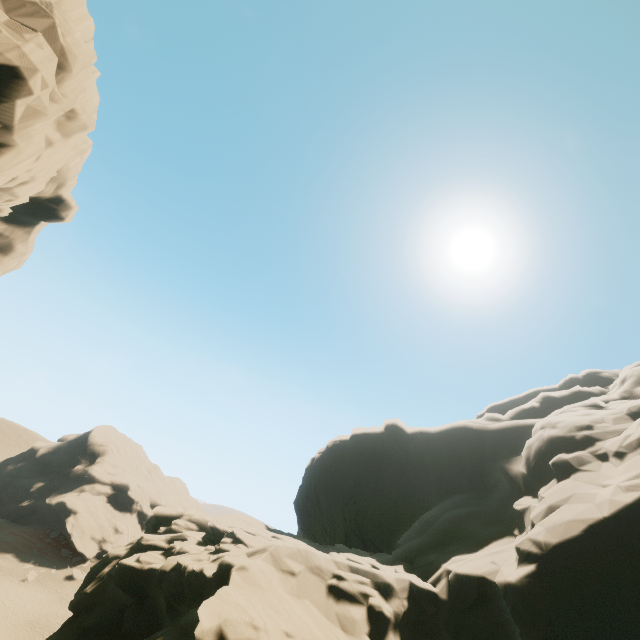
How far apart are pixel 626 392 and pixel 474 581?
24.15m

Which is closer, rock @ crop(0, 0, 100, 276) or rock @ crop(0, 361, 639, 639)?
rock @ crop(0, 361, 639, 639)

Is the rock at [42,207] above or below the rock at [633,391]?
above

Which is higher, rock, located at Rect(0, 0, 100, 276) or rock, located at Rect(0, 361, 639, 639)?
rock, located at Rect(0, 0, 100, 276)

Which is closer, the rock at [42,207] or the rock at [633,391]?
the rock at [633,391]
